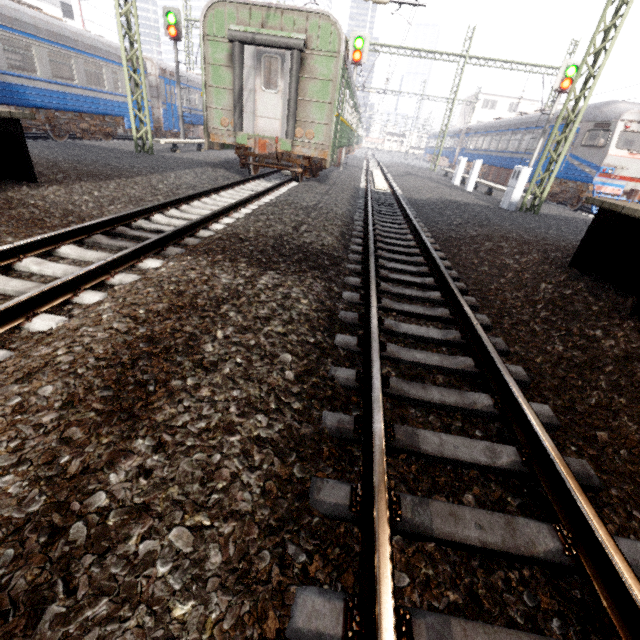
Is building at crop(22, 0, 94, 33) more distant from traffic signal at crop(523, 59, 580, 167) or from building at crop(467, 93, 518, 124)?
building at crop(467, 93, 518, 124)

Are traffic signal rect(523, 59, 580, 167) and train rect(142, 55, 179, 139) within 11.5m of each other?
no

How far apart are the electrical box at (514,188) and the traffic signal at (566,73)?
6.7 meters

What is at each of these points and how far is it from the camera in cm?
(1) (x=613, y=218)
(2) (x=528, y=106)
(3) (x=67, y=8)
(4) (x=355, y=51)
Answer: (1) platform underside, 470
(2) building, 5075
(3) building, 3072
(4) traffic signal, 1544

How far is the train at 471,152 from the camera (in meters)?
19.41

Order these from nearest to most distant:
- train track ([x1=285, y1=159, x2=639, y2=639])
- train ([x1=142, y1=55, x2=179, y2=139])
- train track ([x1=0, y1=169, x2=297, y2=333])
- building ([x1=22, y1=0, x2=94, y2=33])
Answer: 1. train track ([x1=285, y1=159, x2=639, y2=639])
2. train track ([x1=0, y1=169, x2=297, y2=333])
3. train ([x1=142, y1=55, x2=179, y2=139])
4. building ([x1=22, y1=0, x2=94, y2=33])

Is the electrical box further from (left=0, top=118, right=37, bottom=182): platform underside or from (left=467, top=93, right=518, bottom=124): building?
(left=467, top=93, right=518, bottom=124): building

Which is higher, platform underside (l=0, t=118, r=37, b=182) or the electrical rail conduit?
platform underside (l=0, t=118, r=37, b=182)
